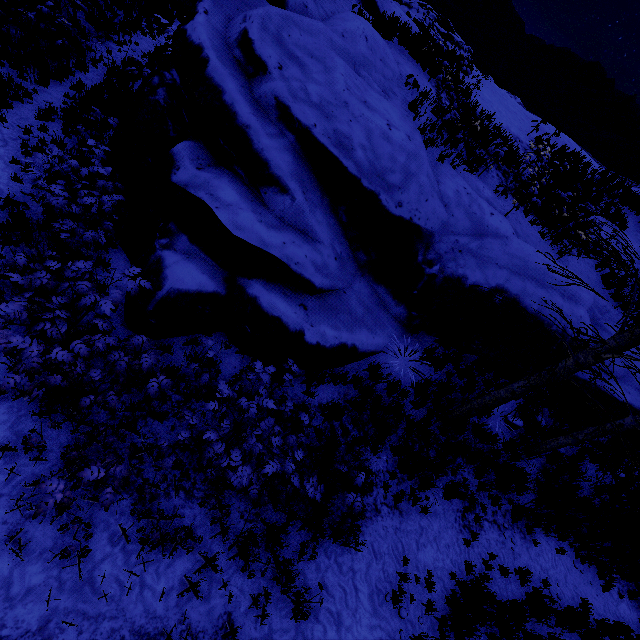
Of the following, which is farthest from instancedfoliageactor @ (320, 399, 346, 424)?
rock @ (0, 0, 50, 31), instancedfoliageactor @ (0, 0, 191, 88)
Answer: instancedfoliageactor @ (0, 0, 191, 88)

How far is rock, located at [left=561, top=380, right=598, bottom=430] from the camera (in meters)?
8.27

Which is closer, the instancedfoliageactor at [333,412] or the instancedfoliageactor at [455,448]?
the instancedfoliageactor at [455,448]

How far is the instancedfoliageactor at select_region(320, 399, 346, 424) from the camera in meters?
5.9 m

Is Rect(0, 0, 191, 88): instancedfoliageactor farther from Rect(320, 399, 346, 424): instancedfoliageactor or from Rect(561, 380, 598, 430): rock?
Rect(320, 399, 346, 424): instancedfoliageactor

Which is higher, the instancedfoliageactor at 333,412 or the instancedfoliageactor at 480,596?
the instancedfoliageactor at 333,412

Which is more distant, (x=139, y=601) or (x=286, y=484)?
(x=286, y=484)

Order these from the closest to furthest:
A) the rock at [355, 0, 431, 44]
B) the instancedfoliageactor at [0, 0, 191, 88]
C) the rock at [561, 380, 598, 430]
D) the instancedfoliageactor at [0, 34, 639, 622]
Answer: the instancedfoliageactor at [0, 34, 639, 622] < the instancedfoliageactor at [0, 0, 191, 88] < the rock at [561, 380, 598, 430] < the rock at [355, 0, 431, 44]
